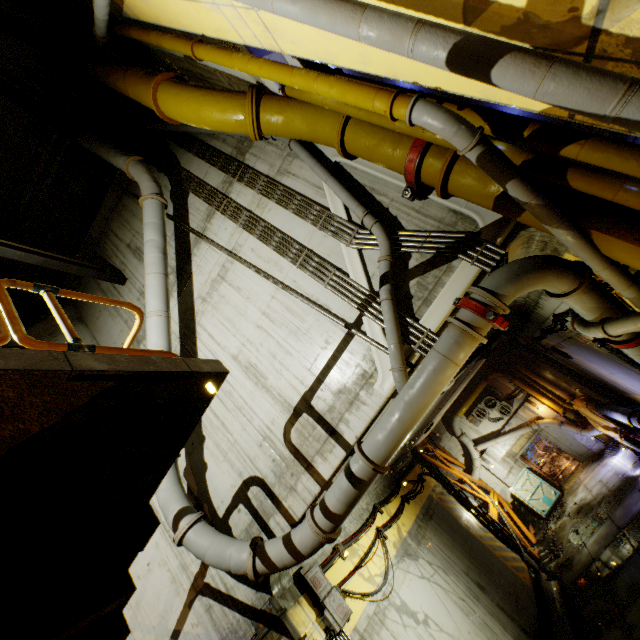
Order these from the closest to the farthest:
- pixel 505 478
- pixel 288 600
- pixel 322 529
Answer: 1. pixel 322 529
2. pixel 288 600
3. pixel 505 478

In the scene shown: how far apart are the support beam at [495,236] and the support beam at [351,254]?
1.5m

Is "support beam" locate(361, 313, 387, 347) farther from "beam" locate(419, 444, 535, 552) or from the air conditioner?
the air conditioner

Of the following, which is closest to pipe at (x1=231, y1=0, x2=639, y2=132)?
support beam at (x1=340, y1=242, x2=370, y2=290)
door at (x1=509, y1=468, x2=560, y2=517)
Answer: support beam at (x1=340, y1=242, x2=370, y2=290)

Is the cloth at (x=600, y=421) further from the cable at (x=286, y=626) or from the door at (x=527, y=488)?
the cable at (x=286, y=626)

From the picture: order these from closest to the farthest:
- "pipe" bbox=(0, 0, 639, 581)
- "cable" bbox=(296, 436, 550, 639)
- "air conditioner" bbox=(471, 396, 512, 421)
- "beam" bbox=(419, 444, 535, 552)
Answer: "pipe" bbox=(0, 0, 639, 581), "cable" bbox=(296, 436, 550, 639), "beam" bbox=(419, 444, 535, 552), "air conditioner" bbox=(471, 396, 512, 421)

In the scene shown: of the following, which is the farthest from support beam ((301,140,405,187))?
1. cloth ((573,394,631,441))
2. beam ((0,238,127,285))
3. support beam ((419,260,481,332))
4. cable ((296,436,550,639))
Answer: cloth ((573,394,631,441))

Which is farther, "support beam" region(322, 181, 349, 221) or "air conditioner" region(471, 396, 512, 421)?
"air conditioner" region(471, 396, 512, 421)
